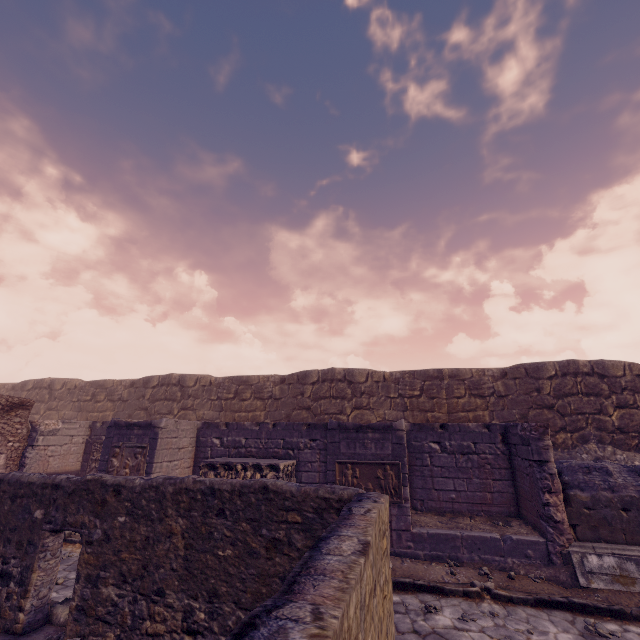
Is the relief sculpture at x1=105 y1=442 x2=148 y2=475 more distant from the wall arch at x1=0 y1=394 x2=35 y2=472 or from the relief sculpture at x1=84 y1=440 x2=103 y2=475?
the wall arch at x1=0 y1=394 x2=35 y2=472

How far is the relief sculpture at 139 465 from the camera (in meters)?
9.08

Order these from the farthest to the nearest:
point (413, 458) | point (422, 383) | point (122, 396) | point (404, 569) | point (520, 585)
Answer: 1. point (122, 396)
2. point (422, 383)
3. point (413, 458)
4. point (404, 569)
5. point (520, 585)

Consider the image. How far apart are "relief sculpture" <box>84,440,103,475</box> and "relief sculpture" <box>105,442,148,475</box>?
1.77m

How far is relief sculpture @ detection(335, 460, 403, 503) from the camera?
7.4m

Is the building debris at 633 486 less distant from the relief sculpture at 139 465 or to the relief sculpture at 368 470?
the relief sculpture at 368 470

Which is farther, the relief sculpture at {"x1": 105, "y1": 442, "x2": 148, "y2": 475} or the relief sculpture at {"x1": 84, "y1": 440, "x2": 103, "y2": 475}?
the relief sculpture at {"x1": 84, "y1": 440, "x2": 103, "y2": 475}

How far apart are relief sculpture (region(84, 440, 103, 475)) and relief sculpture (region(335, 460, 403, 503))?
7.7m
